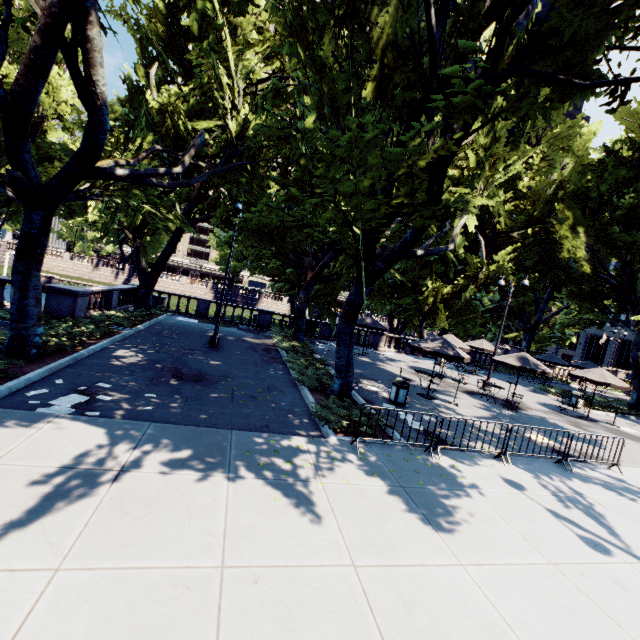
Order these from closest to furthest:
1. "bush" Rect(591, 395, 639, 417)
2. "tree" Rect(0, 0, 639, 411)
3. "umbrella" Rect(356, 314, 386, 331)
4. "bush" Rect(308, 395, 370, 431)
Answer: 1. "tree" Rect(0, 0, 639, 411)
2. "bush" Rect(308, 395, 370, 431)
3. "bush" Rect(591, 395, 639, 417)
4. "umbrella" Rect(356, 314, 386, 331)

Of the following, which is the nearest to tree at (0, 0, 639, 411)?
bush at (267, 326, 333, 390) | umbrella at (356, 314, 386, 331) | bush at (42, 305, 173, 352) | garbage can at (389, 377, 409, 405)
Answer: bush at (267, 326, 333, 390)

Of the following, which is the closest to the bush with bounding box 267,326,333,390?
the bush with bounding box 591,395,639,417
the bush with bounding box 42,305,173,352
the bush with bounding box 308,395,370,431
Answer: the bush with bounding box 308,395,370,431

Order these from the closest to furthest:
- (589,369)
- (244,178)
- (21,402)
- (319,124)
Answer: (21,402), (319,124), (244,178), (589,369)

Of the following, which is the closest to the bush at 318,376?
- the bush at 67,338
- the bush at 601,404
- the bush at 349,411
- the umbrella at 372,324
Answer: the bush at 349,411

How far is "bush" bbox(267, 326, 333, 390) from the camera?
12.76m

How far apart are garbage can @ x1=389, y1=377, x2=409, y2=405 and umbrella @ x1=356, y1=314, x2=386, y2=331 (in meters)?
9.62

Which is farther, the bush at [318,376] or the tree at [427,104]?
the bush at [318,376]
